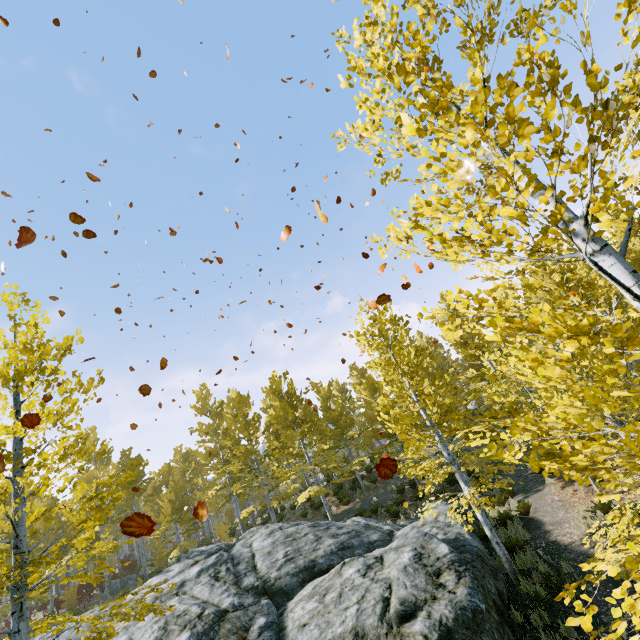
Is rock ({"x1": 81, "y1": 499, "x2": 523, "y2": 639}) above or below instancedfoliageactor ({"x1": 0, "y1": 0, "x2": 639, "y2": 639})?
below

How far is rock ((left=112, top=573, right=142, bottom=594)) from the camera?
23.5 meters

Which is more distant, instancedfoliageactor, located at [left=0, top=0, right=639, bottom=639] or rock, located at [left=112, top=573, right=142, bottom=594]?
rock, located at [left=112, top=573, right=142, bottom=594]

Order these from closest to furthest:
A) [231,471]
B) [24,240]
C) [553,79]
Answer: [553,79]
[24,240]
[231,471]

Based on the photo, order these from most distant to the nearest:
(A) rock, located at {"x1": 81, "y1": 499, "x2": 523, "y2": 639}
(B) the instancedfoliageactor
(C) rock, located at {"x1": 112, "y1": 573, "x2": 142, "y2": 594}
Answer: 1. (C) rock, located at {"x1": 112, "y1": 573, "x2": 142, "y2": 594}
2. (A) rock, located at {"x1": 81, "y1": 499, "x2": 523, "y2": 639}
3. (B) the instancedfoliageactor

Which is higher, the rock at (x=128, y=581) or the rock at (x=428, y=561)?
the rock at (x=128, y=581)

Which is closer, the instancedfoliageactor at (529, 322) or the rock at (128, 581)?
the instancedfoliageactor at (529, 322)

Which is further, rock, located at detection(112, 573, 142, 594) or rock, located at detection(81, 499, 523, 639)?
rock, located at detection(112, 573, 142, 594)
